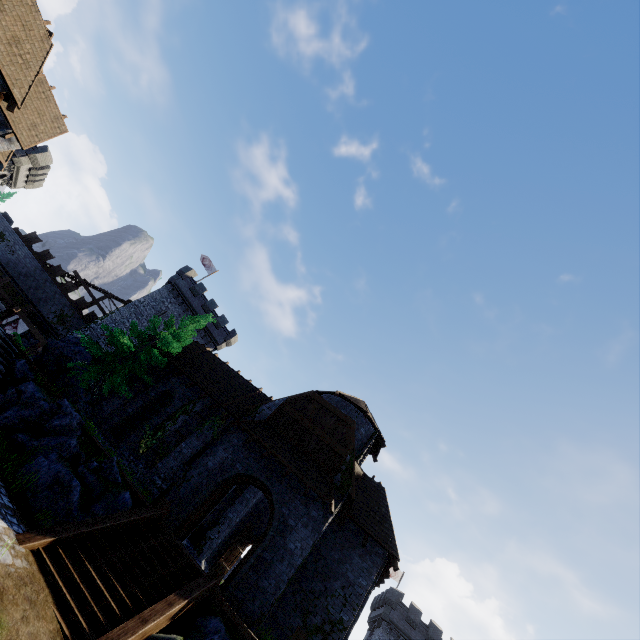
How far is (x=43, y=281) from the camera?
34.09m

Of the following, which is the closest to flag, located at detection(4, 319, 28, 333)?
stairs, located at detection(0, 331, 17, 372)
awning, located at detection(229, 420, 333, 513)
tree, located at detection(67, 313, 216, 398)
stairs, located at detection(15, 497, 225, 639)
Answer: tree, located at detection(67, 313, 216, 398)

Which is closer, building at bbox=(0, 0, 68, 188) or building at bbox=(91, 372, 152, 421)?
building at bbox=(0, 0, 68, 188)

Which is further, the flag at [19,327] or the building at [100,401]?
the flag at [19,327]

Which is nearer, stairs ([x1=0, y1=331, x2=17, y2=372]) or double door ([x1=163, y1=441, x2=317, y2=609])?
double door ([x1=163, y1=441, x2=317, y2=609])

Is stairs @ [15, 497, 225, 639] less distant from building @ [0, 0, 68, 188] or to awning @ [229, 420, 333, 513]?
awning @ [229, 420, 333, 513]

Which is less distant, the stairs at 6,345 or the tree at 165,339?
the stairs at 6,345

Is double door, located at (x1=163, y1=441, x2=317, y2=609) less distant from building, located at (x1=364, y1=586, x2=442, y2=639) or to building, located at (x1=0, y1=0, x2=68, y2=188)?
building, located at (x1=0, y1=0, x2=68, y2=188)
